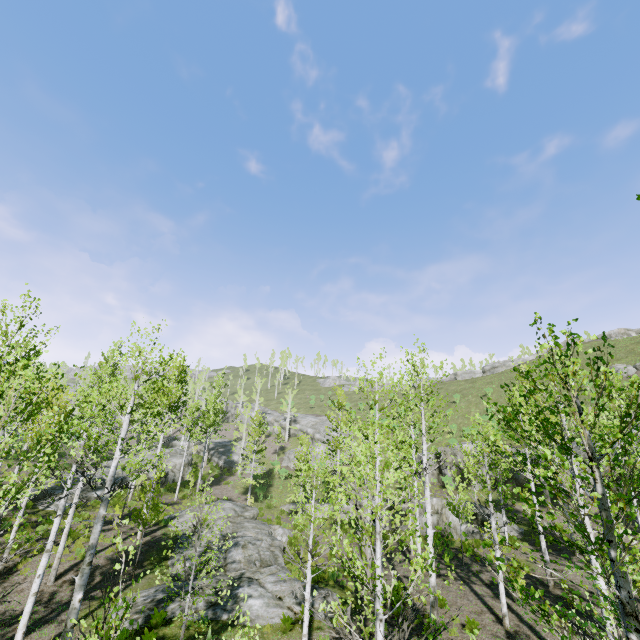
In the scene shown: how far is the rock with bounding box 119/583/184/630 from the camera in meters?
10.8

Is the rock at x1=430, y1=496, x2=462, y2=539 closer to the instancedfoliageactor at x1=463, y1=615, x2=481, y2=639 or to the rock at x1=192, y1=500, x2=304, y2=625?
the instancedfoliageactor at x1=463, y1=615, x2=481, y2=639

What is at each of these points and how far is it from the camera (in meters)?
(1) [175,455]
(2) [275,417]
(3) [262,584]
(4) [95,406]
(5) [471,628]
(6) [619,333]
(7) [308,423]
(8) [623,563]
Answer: (1) rock, 36.50
(2) rock, 55.94
(3) rock, 13.84
(4) instancedfoliageactor, 10.99
(5) instancedfoliageactor, 11.71
(6) rock, 53.72
(7) rock, 52.16
(8) instancedfoliageactor, 3.08

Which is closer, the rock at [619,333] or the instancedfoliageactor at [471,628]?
the instancedfoliageactor at [471,628]

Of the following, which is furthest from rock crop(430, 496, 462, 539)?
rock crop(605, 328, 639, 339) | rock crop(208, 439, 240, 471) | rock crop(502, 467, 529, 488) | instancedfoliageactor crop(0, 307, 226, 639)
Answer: rock crop(605, 328, 639, 339)

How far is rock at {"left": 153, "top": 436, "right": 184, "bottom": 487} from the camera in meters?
31.1 m

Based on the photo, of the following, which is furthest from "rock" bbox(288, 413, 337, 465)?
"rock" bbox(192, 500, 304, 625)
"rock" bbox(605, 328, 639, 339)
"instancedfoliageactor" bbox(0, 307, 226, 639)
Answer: "rock" bbox(605, 328, 639, 339)

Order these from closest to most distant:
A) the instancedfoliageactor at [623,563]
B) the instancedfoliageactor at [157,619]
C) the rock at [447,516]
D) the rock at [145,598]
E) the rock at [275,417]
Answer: the instancedfoliageactor at [623,563] → the instancedfoliageactor at [157,619] → the rock at [145,598] → the rock at [447,516] → the rock at [275,417]
